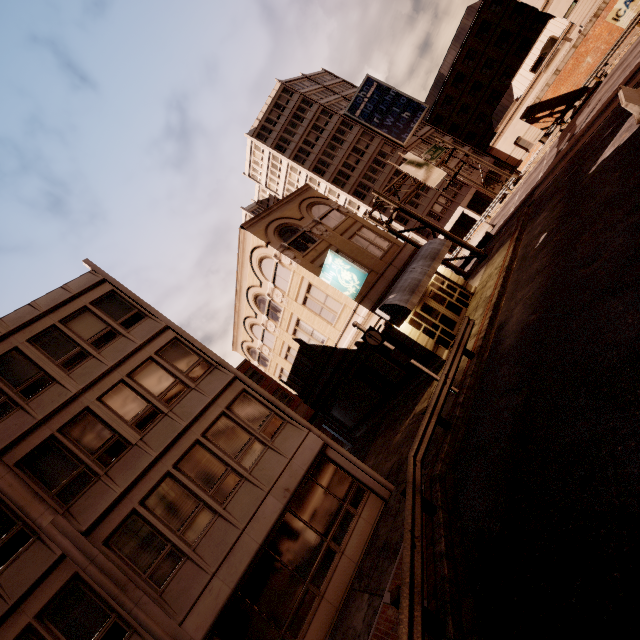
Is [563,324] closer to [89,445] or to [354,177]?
[89,445]

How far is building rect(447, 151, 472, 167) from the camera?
48.8 meters

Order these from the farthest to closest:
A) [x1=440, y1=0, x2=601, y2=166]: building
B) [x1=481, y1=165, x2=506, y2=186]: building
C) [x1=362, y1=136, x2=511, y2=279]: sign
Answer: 1. [x1=481, y1=165, x2=506, y2=186]: building
2. [x1=440, y1=0, x2=601, y2=166]: building
3. [x1=362, y1=136, x2=511, y2=279]: sign

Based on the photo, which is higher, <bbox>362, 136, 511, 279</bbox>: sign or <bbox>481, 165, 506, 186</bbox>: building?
<bbox>362, 136, 511, 279</bbox>: sign

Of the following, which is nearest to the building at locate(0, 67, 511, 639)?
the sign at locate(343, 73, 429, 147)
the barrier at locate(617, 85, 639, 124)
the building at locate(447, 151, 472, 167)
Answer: the barrier at locate(617, 85, 639, 124)

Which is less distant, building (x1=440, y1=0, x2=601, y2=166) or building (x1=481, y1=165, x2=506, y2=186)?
building (x1=440, y1=0, x2=601, y2=166)

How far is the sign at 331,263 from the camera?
15.94m

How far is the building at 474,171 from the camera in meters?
47.7 m
